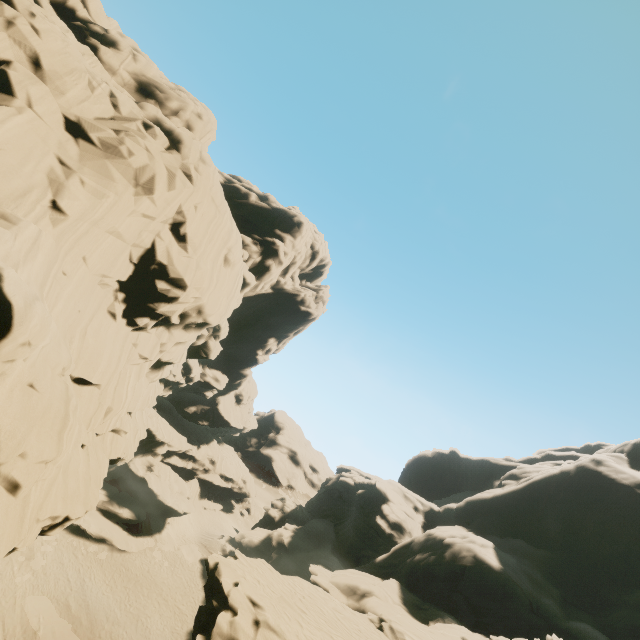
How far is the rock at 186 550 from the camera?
36.6m

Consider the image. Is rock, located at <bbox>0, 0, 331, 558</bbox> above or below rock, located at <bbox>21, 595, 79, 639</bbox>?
above

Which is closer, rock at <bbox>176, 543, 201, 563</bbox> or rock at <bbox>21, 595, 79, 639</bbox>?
rock at <bbox>21, 595, 79, 639</bbox>

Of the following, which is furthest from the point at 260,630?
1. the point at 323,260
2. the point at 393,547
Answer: the point at 323,260

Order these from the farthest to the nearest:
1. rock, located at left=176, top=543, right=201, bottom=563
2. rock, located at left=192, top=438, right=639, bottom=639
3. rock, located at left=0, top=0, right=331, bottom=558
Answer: rock, located at left=176, top=543, right=201, bottom=563 → rock, located at left=192, top=438, right=639, bottom=639 → rock, located at left=0, top=0, right=331, bottom=558

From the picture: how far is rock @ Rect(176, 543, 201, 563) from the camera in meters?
36.6

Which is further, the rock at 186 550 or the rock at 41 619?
the rock at 186 550
